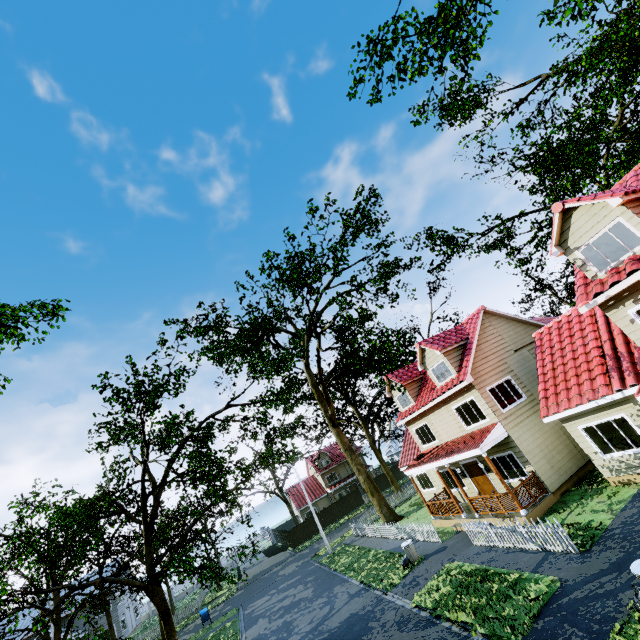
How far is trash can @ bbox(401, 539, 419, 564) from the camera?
16.5 meters

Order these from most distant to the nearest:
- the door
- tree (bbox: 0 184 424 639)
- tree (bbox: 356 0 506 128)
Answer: the door, tree (bbox: 0 184 424 639), tree (bbox: 356 0 506 128)

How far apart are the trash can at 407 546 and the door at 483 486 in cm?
493

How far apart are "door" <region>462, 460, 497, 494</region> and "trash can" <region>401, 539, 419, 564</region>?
4.9m

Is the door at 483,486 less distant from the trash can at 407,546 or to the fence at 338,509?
the fence at 338,509

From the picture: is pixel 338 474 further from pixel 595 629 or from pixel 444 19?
pixel 444 19

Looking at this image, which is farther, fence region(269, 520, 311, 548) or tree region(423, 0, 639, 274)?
fence region(269, 520, 311, 548)

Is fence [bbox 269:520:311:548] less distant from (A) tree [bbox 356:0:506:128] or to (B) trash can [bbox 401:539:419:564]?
(A) tree [bbox 356:0:506:128]
